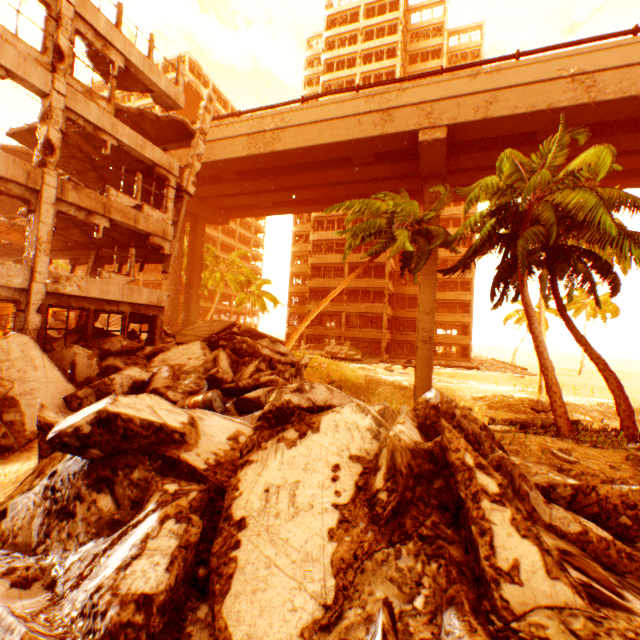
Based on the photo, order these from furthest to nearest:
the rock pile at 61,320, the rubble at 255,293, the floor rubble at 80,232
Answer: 1. the rubble at 255,293
2. the rock pile at 61,320
3. the floor rubble at 80,232

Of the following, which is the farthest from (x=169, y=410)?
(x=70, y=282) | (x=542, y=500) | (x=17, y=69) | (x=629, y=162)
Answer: (x=629, y=162)

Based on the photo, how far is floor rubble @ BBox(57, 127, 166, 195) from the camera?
13.1m

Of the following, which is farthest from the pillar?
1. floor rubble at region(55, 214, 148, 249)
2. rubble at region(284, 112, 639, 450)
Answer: rubble at region(284, 112, 639, 450)

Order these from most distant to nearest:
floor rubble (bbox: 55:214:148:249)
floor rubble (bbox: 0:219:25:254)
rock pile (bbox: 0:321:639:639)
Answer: floor rubble (bbox: 0:219:25:254), floor rubble (bbox: 55:214:148:249), rock pile (bbox: 0:321:639:639)

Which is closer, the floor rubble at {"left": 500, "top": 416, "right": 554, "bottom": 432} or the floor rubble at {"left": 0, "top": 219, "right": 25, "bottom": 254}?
the floor rubble at {"left": 500, "top": 416, "right": 554, "bottom": 432}

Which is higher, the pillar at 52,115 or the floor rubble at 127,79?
the floor rubble at 127,79

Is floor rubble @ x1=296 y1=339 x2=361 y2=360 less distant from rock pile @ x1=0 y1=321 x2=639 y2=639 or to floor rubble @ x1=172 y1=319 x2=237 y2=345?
rock pile @ x1=0 y1=321 x2=639 y2=639
